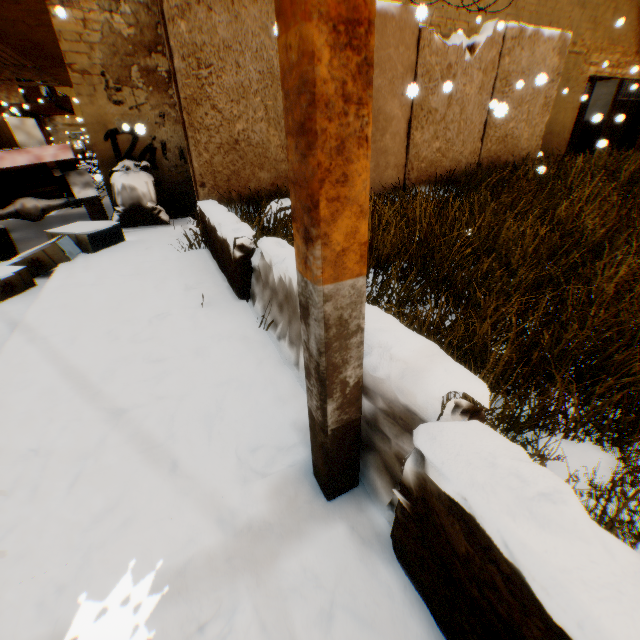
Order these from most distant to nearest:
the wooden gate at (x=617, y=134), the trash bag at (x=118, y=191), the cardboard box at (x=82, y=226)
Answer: the wooden gate at (x=617, y=134) < the trash bag at (x=118, y=191) < the cardboard box at (x=82, y=226)

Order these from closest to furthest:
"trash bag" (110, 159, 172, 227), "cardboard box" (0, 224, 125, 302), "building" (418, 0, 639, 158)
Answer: "cardboard box" (0, 224, 125, 302)
"trash bag" (110, 159, 172, 227)
"building" (418, 0, 639, 158)

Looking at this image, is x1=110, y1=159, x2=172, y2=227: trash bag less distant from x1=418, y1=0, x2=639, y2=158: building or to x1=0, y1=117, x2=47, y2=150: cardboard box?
x1=418, y1=0, x2=639, y2=158: building

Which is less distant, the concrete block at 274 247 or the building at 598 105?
the concrete block at 274 247

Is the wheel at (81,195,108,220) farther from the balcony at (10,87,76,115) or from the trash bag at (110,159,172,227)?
the balcony at (10,87,76,115)

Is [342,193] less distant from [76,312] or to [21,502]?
[21,502]

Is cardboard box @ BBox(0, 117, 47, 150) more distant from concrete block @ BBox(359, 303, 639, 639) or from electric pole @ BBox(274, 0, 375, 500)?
concrete block @ BBox(359, 303, 639, 639)

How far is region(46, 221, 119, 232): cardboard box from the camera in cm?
469
